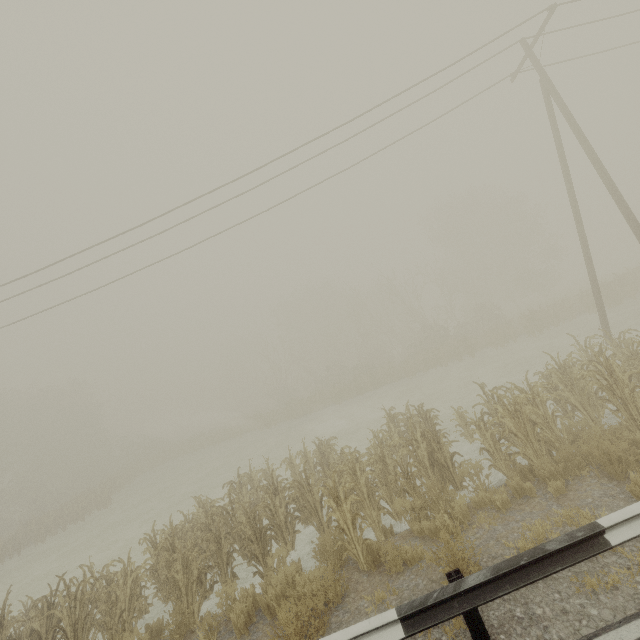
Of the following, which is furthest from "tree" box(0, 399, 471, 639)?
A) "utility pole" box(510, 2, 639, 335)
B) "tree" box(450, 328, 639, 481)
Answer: "utility pole" box(510, 2, 639, 335)

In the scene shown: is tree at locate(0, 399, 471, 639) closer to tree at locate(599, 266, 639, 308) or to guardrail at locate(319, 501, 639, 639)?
guardrail at locate(319, 501, 639, 639)

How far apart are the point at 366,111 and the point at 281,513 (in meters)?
12.69

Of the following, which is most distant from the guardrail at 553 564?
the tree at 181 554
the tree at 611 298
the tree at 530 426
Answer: the tree at 611 298

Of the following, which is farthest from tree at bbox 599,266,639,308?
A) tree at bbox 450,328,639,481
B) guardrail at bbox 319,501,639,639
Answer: guardrail at bbox 319,501,639,639

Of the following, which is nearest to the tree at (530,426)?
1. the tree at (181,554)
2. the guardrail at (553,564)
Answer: the guardrail at (553,564)

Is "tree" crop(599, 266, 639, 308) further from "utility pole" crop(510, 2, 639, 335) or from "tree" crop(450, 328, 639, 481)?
"tree" crop(450, 328, 639, 481)

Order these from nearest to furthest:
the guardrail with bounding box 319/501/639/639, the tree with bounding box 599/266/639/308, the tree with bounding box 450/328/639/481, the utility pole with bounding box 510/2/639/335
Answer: the guardrail with bounding box 319/501/639/639, the tree with bounding box 450/328/639/481, the utility pole with bounding box 510/2/639/335, the tree with bounding box 599/266/639/308
